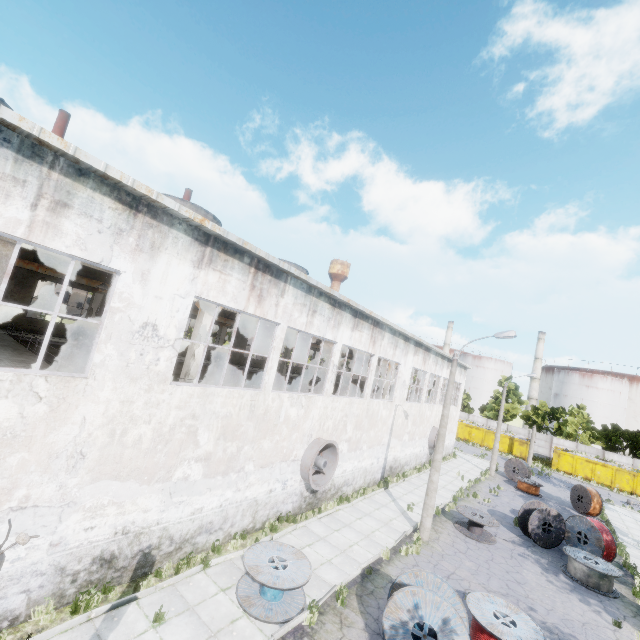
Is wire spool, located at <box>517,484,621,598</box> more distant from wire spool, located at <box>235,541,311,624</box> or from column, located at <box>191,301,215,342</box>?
column, located at <box>191,301,215,342</box>

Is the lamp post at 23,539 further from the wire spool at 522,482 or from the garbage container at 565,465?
the garbage container at 565,465

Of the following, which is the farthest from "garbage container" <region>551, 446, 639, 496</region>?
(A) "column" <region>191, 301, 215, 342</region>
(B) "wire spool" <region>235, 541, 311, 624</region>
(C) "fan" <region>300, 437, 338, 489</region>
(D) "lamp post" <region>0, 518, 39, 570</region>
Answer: (D) "lamp post" <region>0, 518, 39, 570</region>

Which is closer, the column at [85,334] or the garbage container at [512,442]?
the column at [85,334]

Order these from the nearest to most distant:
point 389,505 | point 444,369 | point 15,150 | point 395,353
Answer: point 15,150 < point 389,505 < point 395,353 < point 444,369

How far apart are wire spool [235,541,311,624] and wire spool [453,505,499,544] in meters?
10.5 m

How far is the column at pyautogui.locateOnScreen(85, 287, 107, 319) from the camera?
20.39m

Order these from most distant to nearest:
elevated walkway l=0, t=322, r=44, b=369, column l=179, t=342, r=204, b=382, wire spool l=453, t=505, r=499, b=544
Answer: wire spool l=453, t=505, r=499, b=544
column l=179, t=342, r=204, b=382
elevated walkway l=0, t=322, r=44, b=369
